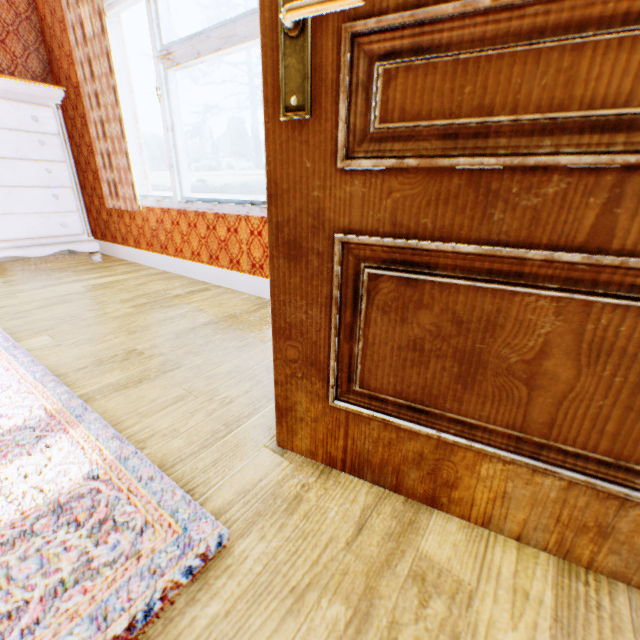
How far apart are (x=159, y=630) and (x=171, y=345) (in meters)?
1.34

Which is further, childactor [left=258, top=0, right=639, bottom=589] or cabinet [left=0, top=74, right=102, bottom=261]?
cabinet [left=0, top=74, right=102, bottom=261]

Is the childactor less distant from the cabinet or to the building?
the building

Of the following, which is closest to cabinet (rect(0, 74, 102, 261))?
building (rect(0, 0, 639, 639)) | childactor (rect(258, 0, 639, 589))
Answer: building (rect(0, 0, 639, 639))

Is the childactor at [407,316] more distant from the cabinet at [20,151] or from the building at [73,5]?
the cabinet at [20,151]

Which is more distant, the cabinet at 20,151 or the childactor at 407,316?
the cabinet at 20,151

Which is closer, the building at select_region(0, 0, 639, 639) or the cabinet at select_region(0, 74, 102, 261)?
the building at select_region(0, 0, 639, 639)
